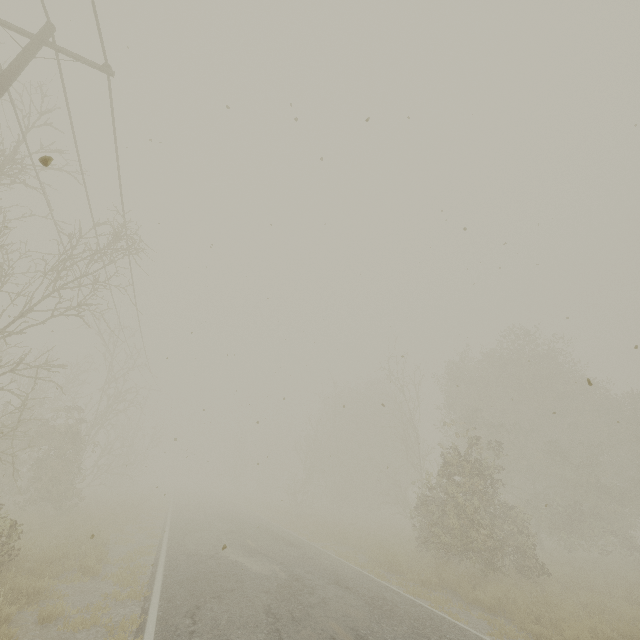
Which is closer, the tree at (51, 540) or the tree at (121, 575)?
the tree at (121, 575)

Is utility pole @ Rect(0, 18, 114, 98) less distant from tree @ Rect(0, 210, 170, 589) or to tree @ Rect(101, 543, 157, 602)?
tree @ Rect(101, 543, 157, 602)

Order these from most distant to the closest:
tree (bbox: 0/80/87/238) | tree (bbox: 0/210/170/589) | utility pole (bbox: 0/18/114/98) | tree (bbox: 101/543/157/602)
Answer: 1. tree (bbox: 0/80/87/238)
2. tree (bbox: 0/210/170/589)
3. tree (bbox: 101/543/157/602)
4. utility pole (bbox: 0/18/114/98)

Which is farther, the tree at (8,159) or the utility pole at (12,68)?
the tree at (8,159)

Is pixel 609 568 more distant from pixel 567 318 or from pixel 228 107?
pixel 228 107

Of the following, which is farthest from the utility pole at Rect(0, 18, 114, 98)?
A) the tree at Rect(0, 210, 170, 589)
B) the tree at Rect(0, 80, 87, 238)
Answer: the tree at Rect(0, 210, 170, 589)
